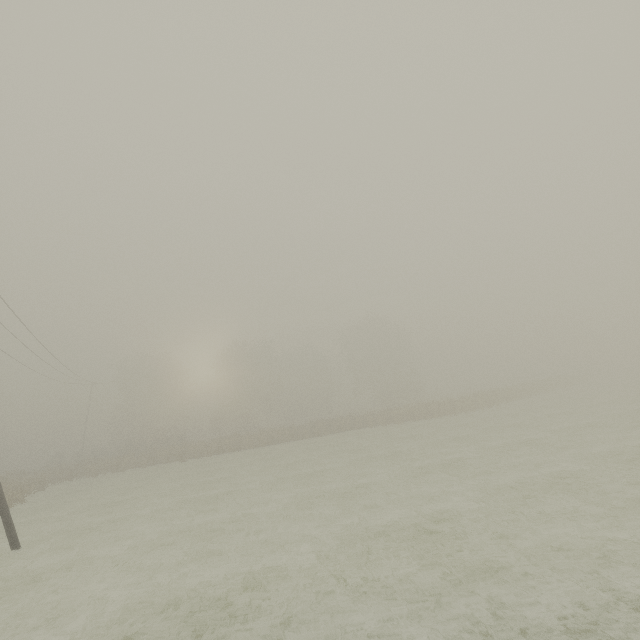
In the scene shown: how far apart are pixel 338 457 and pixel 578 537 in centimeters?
1662cm
